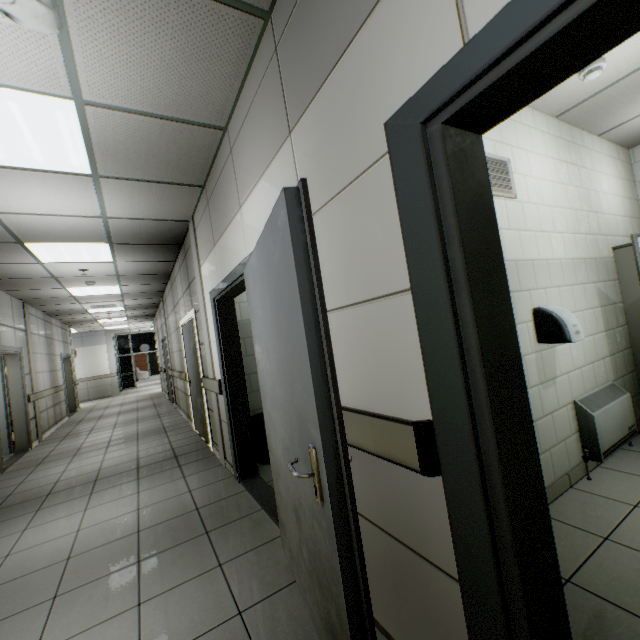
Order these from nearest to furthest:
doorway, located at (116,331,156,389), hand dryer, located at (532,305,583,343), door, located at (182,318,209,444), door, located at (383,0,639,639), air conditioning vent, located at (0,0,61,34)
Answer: door, located at (383,0,639,639) < air conditioning vent, located at (0,0,61,34) < hand dryer, located at (532,305,583,343) < door, located at (182,318,209,444) < doorway, located at (116,331,156,389)

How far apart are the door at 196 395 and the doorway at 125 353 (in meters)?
15.51

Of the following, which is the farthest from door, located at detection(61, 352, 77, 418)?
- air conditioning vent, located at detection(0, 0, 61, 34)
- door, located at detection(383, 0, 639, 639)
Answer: door, located at detection(383, 0, 639, 639)

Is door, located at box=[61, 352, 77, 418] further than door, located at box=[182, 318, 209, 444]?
Yes

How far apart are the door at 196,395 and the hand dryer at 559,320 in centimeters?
443cm

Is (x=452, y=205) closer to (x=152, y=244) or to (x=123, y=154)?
(x=123, y=154)

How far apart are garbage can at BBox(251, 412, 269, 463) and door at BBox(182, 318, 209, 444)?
1.2m

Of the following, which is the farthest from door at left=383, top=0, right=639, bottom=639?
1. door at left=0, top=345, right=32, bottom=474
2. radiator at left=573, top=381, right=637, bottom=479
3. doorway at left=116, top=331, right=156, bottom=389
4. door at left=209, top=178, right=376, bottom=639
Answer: doorway at left=116, top=331, right=156, bottom=389
